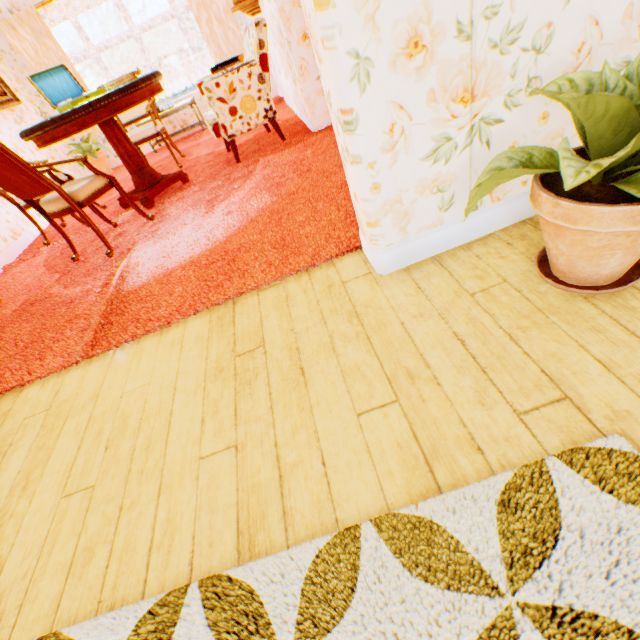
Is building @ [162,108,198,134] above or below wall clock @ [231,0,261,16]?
below

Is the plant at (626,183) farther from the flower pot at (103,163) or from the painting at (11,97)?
the flower pot at (103,163)

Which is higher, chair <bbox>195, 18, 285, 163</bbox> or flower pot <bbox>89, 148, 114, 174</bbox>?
chair <bbox>195, 18, 285, 163</bbox>

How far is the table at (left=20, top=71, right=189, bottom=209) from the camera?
3.00m

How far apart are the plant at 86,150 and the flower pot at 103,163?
0.04m

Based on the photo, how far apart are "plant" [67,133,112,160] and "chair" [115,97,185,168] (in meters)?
1.64

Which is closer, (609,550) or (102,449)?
(609,550)
